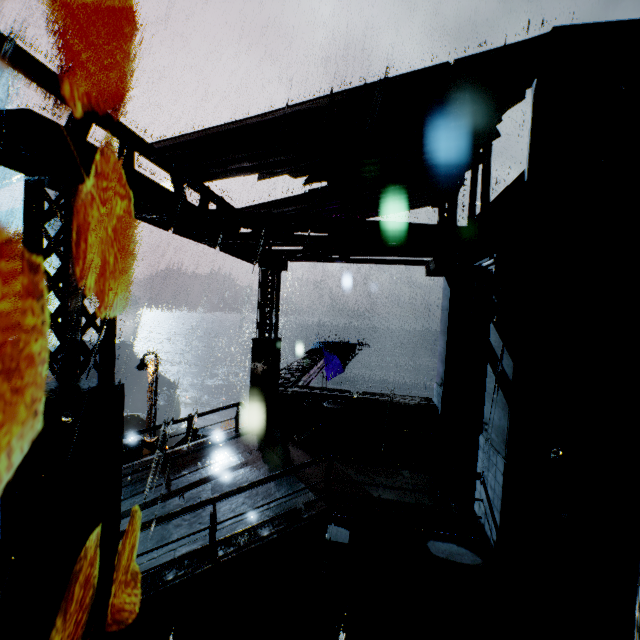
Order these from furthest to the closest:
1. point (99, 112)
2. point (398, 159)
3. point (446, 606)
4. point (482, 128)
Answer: point (398, 159)
point (482, 128)
point (446, 606)
point (99, 112)

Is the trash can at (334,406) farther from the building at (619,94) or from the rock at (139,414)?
the rock at (139,414)

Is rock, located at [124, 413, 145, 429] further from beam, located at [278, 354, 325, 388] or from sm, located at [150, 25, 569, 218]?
sm, located at [150, 25, 569, 218]

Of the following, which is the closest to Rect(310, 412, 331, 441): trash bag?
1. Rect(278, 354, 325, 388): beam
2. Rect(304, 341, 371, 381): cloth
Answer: Rect(278, 354, 325, 388): beam

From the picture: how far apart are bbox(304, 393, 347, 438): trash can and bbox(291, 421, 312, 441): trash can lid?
0.0m

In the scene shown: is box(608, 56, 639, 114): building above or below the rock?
above

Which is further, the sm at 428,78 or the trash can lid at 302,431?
the trash can lid at 302,431

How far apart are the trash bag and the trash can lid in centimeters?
1cm
